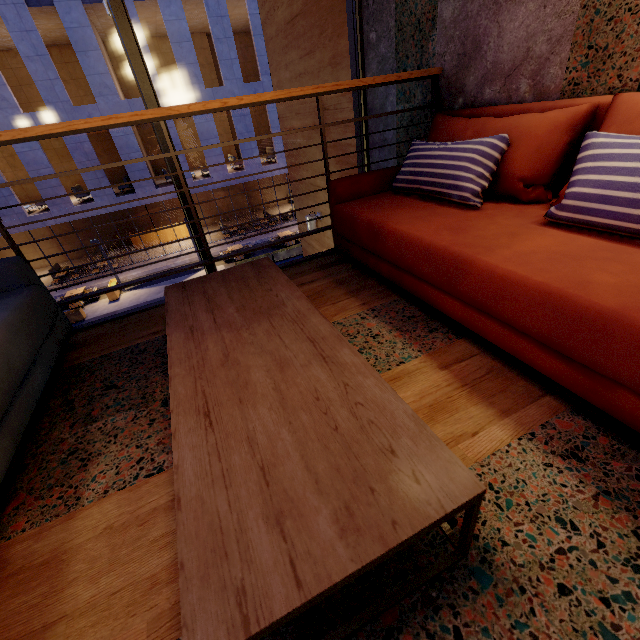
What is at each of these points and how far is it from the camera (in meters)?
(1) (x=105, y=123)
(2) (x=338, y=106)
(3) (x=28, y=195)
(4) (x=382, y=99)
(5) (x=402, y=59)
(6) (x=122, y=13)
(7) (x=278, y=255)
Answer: (1) railing, 1.72
(2) building, 3.77
(3) building, 20.47
(4) building, 3.04
(5) building, 2.66
(6) window frame, 2.31
(7) planter, 17.48

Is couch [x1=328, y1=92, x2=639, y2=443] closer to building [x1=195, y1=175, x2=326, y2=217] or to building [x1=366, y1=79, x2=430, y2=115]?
building [x1=366, y1=79, x2=430, y2=115]

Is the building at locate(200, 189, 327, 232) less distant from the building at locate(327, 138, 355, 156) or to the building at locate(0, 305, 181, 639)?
the building at locate(327, 138, 355, 156)

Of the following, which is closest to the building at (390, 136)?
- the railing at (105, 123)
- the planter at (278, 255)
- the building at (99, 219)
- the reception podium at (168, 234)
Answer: the railing at (105, 123)

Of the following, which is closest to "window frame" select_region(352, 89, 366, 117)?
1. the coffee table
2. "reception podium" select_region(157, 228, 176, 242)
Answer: the coffee table

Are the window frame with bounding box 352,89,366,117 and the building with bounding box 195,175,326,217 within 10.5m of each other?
no

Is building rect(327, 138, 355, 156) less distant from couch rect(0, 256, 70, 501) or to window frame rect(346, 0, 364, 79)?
window frame rect(346, 0, 364, 79)

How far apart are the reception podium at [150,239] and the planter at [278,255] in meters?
8.9
